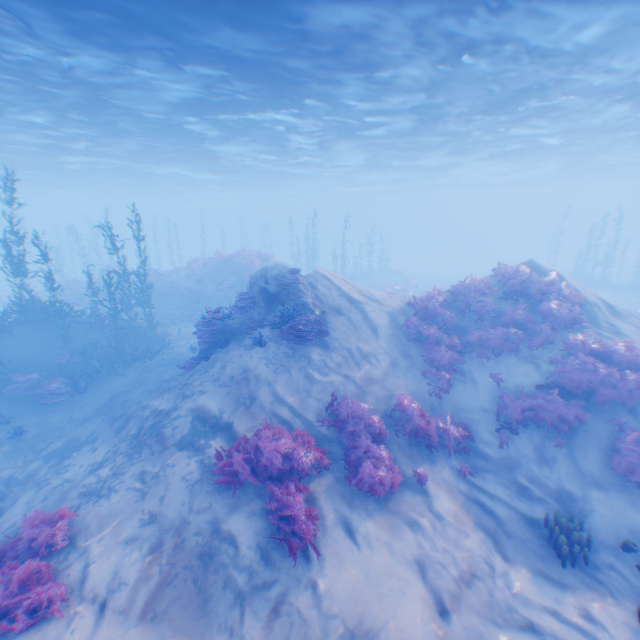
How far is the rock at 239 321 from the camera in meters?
12.1 m

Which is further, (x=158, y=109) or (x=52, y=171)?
(x=52, y=171)

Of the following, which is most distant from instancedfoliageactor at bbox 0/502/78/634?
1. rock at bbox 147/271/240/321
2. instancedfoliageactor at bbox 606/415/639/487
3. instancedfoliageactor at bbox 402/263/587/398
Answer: rock at bbox 147/271/240/321

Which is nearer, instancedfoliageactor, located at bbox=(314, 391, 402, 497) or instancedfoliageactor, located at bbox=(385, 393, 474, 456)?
instancedfoliageactor, located at bbox=(314, 391, 402, 497)

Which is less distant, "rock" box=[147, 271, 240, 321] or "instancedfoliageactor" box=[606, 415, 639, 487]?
"instancedfoliageactor" box=[606, 415, 639, 487]

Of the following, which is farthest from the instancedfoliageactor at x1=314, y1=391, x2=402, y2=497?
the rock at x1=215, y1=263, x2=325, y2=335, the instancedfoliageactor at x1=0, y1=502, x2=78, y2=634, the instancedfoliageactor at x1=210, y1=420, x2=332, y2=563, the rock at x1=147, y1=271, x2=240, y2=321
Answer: the rock at x1=147, y1=271, x2=240, y2=321

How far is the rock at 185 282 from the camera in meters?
23.0

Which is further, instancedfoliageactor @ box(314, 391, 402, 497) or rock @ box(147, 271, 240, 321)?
rock @ box(147, 271, 240, 321)
